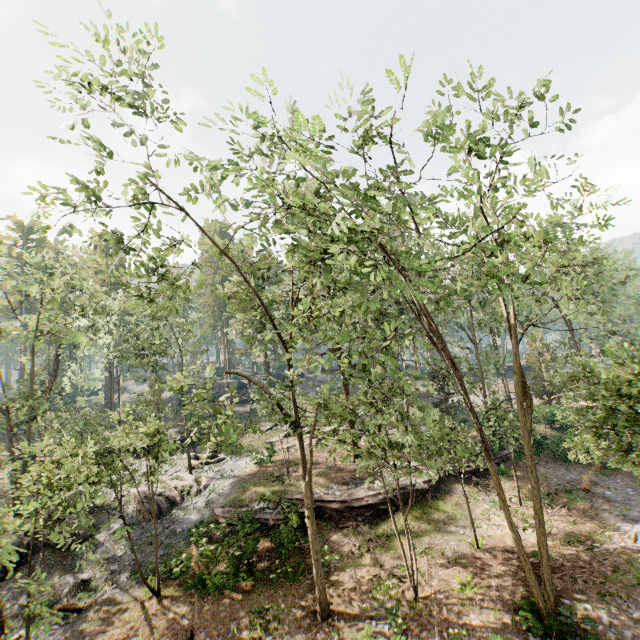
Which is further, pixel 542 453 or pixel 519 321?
pixel 542 453

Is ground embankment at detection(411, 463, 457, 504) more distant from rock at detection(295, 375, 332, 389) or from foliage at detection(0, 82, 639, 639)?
rock at detection(295, 375, 332, 389)

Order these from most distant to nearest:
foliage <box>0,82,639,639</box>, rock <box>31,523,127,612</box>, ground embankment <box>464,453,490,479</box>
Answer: ground embankment <box>464,453,490,479</box> → rock <box>31,523,127,612</box> → foliage <box>0,82,639,639</box>

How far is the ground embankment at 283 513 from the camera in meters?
16.8 m

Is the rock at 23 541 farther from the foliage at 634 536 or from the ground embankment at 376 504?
the ground embankment at 376 504

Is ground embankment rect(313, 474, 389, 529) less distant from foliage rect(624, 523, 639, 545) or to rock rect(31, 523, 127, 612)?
foliage rect(624, 523, 639, 545)

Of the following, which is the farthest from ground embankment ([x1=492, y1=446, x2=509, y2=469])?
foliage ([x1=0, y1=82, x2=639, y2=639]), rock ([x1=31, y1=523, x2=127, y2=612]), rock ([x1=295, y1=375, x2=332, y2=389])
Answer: rock ([x1=295, y1=375, x2=332, y2=389])

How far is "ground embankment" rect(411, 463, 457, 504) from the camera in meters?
21.6
